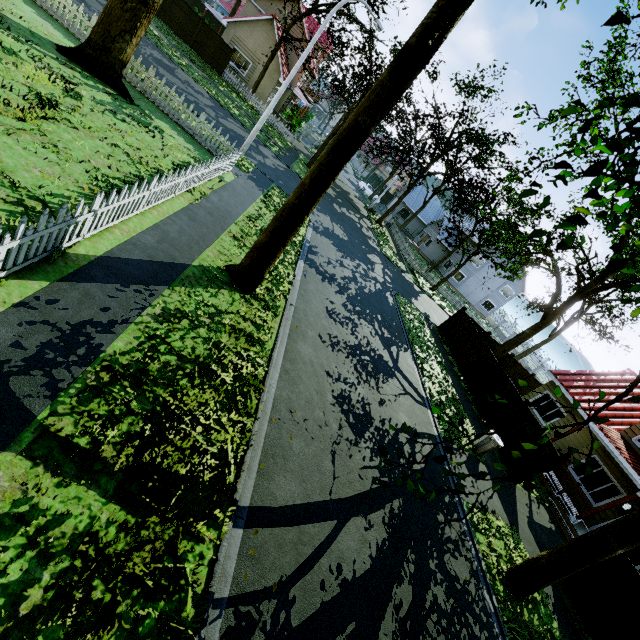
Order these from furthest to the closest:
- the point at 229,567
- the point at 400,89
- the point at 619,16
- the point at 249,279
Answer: the point at 249,279 → the point at 400,89 → the point at 229,567 → the point at 619,16

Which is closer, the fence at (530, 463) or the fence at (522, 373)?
the fence at (530, 463)

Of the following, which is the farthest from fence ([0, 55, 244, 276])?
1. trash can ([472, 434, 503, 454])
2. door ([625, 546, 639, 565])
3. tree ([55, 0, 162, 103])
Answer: door ([625, 546, 639, 565])

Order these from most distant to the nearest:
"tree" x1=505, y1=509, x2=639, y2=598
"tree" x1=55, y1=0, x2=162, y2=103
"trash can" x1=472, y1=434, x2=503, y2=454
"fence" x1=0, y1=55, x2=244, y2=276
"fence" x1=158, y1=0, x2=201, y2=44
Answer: "fence" x1=158, y1=0, x2=201, y2=44, "trash can" x1=472, y1=434, x2=503, y2=454, "tree" x1=55, y1=0, x2=162, y2=103, "tree" x1=505, y1=509, x2=639, y2=598, "fence" x1=0, y1=55, x2=244, y2=276

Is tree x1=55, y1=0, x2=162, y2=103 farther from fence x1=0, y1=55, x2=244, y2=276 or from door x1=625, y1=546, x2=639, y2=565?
door x1=625, y1=546, x2=639, y2=565

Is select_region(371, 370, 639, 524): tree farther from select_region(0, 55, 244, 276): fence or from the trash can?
the trash can

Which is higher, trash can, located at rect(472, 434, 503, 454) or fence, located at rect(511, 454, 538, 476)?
fence, located at rect(511, 454, 538, 476)

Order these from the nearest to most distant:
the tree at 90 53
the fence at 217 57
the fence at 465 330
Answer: the tree at 90 53 → the fence at 465 330 → the fence at 217 57
